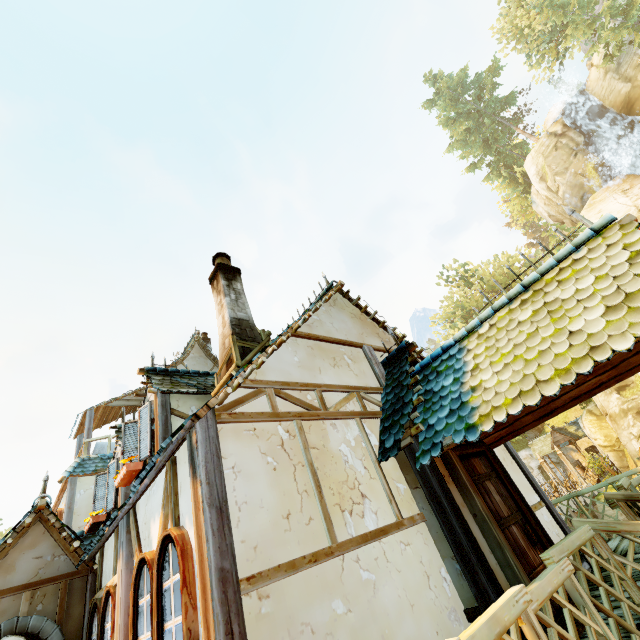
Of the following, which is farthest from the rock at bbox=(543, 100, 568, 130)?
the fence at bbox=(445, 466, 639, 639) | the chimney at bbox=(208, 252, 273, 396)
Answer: the chimney at bbox=(208, 252, 273, 396)

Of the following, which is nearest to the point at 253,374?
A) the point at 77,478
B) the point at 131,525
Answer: the point at 131,525

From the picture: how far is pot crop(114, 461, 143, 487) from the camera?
5.7m

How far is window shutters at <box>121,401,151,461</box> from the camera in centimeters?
616cm

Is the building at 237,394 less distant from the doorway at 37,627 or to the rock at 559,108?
the doorway at 37,627

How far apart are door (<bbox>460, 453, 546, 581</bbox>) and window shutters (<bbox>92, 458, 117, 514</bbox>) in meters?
7.7 m

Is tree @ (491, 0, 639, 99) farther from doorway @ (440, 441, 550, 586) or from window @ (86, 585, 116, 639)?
window @ (86, 585, 116, 639)

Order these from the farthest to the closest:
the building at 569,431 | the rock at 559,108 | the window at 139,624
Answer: the rock at 559,108
the building at 569,431
the window at 139,624
